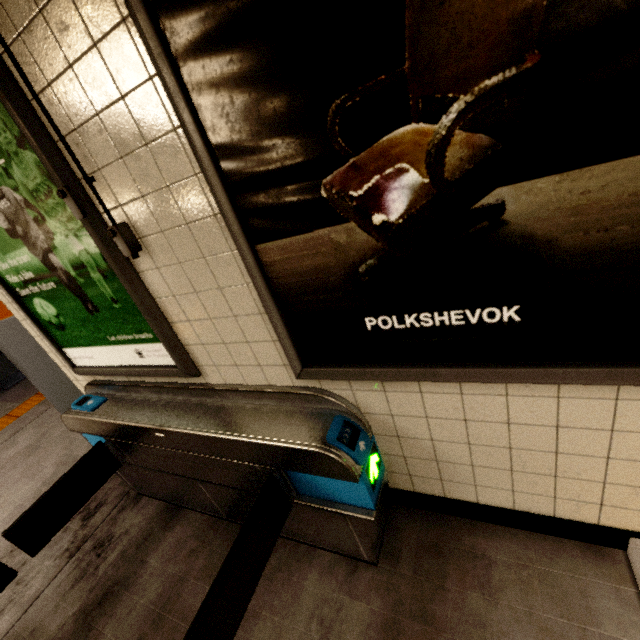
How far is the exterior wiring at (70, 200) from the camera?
1.3 meters

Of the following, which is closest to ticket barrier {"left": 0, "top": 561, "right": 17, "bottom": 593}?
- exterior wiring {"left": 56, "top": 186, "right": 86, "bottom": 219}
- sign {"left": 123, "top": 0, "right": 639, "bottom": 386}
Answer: sign {"left": 123, "top": 0, "right": 639, "bottom": 386}

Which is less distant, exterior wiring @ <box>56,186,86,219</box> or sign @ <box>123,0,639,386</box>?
sign @ <box>123,0,639,386</box>

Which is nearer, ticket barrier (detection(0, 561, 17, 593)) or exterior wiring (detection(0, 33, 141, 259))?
exterior wiring (detection(0, 33, 141, 259))

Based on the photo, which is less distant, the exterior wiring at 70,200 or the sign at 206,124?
the sign at 206,124

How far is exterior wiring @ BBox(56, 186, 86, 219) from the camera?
1.3 meters

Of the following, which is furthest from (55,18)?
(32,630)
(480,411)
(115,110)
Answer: (32,630)

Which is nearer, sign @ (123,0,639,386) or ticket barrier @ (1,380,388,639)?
sign @ (123,0,639,386)
